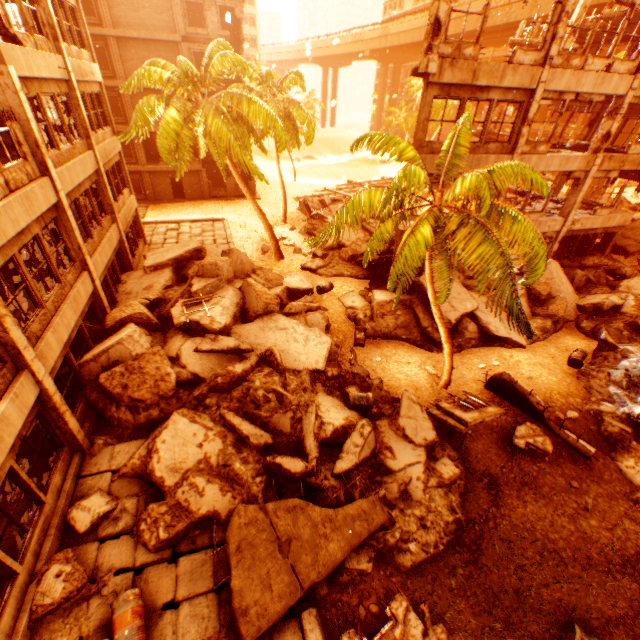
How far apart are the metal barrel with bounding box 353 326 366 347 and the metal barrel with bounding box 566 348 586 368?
8.45m

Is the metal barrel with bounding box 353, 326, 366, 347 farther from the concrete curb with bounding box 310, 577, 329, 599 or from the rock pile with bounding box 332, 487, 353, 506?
the concrete curb with bounding box 310, 577, 329, 599

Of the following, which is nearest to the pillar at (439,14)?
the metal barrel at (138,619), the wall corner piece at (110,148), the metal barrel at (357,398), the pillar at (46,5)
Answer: the metal barrel at (357,398)

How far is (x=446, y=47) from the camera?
11.0 meters

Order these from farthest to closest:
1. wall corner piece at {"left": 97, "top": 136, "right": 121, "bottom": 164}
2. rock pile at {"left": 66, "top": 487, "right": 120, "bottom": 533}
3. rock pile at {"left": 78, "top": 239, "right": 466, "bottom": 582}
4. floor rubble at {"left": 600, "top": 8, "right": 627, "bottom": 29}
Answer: floor rubble at {"left": 600, "top": 8, "right": 627, "bottom": 29} < wall corner piece at {"left": 97, "top": 136, "right": 121, "bottom": 164} < rock pile at {"left": 78, "top": 239, "right": 466, "bottom": 582} < rock pile at {"left": 66, "top": 487, "right": 120, "bottom": 533}

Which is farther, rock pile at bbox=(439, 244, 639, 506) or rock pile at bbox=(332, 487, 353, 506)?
rock pile at bbox=(439, 244, 639, 506)

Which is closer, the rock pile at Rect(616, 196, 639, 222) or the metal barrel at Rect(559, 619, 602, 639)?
the metal barrel at Rect(559, 619, 602, 639)

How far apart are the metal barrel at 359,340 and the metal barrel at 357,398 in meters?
3.8
